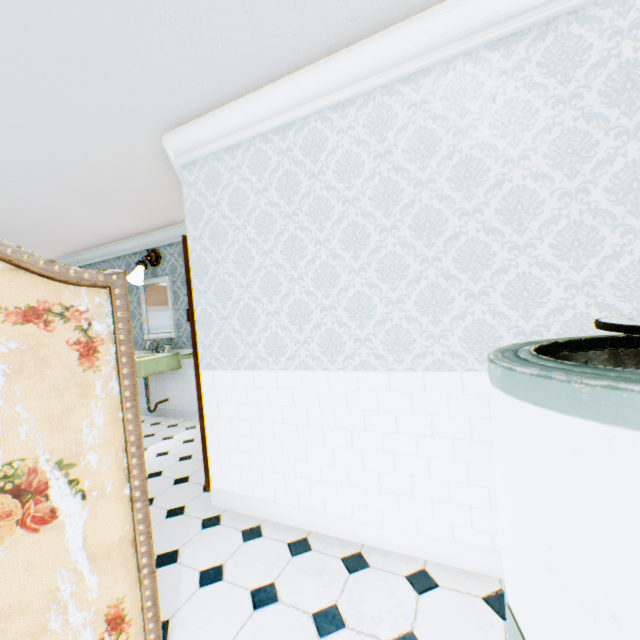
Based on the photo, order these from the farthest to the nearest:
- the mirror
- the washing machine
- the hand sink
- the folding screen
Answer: the mirror, the hand sink, the folding screen, the washing machine

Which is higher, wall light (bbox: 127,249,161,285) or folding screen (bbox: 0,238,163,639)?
wall light (bbox: 127,249,161,285)

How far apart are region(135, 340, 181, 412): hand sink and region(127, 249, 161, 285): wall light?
0.9 meters

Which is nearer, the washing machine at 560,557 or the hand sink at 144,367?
the washing machine at 560,557

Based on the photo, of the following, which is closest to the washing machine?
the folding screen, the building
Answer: the building

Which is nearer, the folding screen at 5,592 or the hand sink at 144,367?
the folding screen at 5,592

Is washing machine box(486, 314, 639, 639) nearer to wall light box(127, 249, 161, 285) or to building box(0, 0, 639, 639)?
building box(0, 0, 639, 639)

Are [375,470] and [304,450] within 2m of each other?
yes
